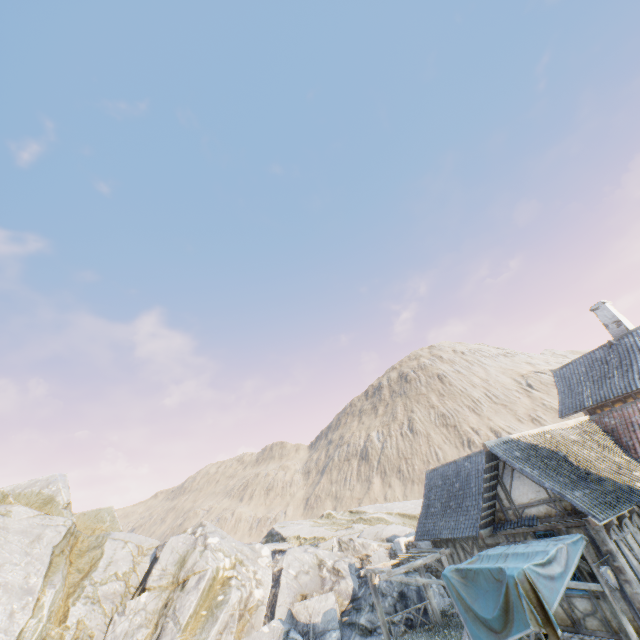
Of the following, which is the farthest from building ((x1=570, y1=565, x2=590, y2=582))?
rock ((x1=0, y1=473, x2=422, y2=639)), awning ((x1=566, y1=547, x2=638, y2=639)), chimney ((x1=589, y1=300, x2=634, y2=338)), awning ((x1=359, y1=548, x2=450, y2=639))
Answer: chimney ((x1=589, y1=300, x2=634, y2=338))

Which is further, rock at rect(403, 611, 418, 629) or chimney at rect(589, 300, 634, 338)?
chimney at rect(589, 300, 634, 338)

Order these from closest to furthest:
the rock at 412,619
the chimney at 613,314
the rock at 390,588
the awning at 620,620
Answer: the awning at 620,620 → the rock at 412,619 → the rock at 390,588 → the chimney at 613,314

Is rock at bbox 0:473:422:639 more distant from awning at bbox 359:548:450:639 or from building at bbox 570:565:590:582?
building at bbox 570:565:590:582

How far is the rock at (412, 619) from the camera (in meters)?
16.12

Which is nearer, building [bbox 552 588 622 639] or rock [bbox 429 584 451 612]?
building [bbox 552 588 622 639]

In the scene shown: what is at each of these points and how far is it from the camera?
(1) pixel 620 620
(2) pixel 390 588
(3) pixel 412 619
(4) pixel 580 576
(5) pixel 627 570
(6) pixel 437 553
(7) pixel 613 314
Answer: (1) awning, 9.0 meters
(2) rock, 18.2 meters
(3) rock, 16.3 meters
(4) building, 10.4 meters
(5) building, 9.4 meters
(6) awning, 14.7 meters
(7) chimney, 19.7 meters
